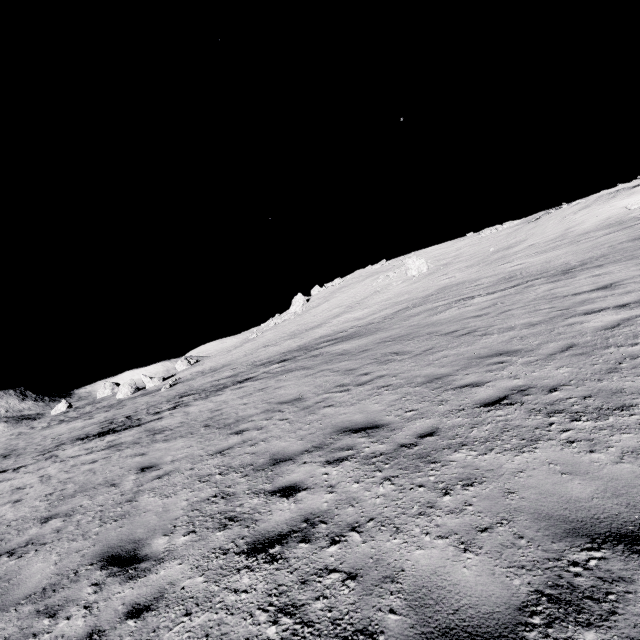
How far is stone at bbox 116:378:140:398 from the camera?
45.38m

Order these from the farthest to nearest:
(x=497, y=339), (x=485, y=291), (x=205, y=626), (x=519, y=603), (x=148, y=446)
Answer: (x=485, y=291)
(x=148, y=446)
(x=497, y=339)
(x=205, y=626)
(x=519, y=603)

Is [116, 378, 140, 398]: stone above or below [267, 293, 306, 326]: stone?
below

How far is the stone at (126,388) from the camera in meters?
45.4

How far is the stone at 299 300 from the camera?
54.16m

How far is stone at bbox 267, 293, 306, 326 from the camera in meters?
54.2 m

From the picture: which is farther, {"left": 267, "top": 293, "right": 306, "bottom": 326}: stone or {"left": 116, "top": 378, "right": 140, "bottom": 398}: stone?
{"left": 267, "top": 293, "right": 306, "bottom": 326}: stone
